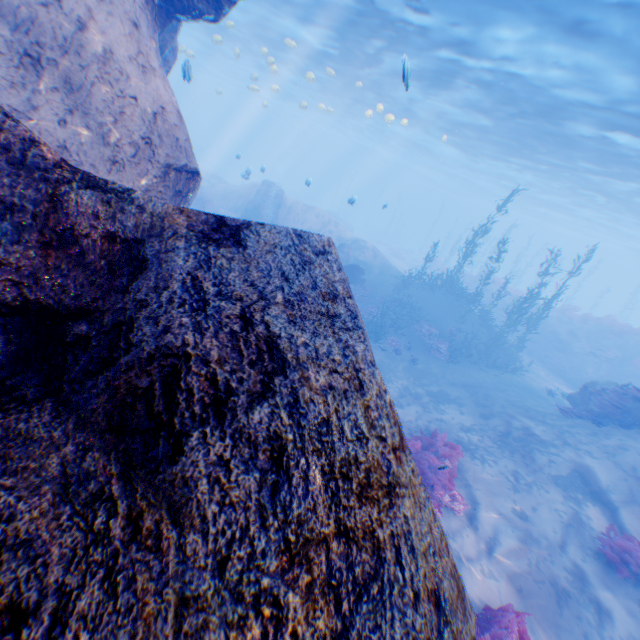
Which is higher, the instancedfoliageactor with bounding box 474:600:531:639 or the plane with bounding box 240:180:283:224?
the plane with bounding box 240:180:283:224

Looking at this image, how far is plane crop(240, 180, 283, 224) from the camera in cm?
2159

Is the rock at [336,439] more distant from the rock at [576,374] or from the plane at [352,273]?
the rock at [576,374]

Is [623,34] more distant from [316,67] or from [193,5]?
[316,67]

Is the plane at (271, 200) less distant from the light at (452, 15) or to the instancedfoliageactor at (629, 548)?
the light at (452, 15)

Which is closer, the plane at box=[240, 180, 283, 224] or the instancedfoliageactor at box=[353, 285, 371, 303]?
the instancedfoliageactor at box=[353, 285, 371, 303]

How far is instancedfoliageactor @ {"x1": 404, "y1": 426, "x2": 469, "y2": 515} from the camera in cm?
793
